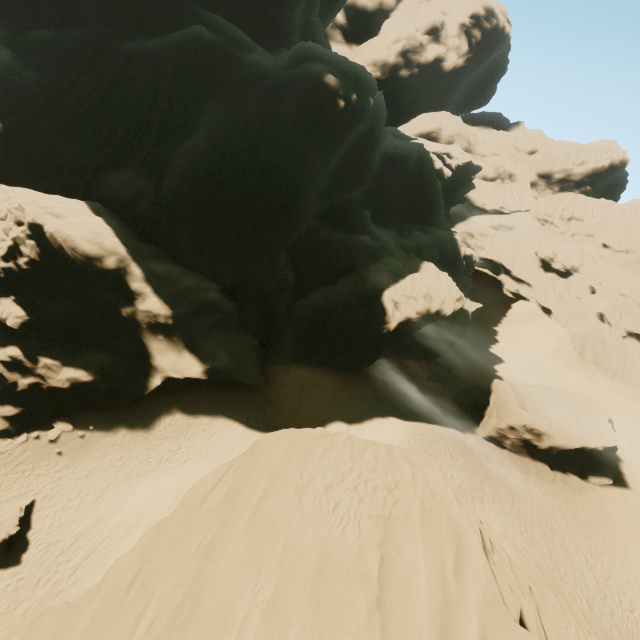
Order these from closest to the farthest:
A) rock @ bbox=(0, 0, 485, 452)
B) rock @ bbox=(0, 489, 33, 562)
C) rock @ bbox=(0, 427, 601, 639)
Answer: rock @ bbox=(0, 427, 601, 639), rock @ bbox=(0, 489, 33, 562), rock @ bbox=(0, 0, 485, 452)

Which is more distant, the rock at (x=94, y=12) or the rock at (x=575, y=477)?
the rock at (x=575, y=477)

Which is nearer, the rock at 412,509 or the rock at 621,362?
the rock at 412,509

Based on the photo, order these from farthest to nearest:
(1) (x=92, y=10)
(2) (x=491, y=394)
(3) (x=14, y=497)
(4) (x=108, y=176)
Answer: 1. (2) (x=491, y=394)
2. (1) (x=92, y=10)
3. (4) (x=108, y=176)
4. (3) (x=14, y=497)

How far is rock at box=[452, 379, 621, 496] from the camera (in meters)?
26.22

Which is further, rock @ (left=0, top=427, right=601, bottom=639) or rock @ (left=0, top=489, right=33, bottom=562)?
rock @ (left=0, top=489, right=33, bottom=562)

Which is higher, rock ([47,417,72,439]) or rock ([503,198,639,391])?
rock ([503,198,639,391])
